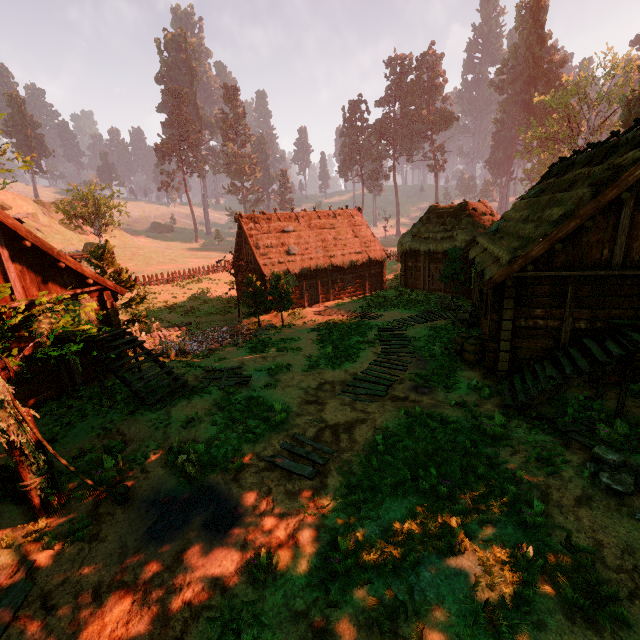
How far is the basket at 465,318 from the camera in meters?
16.3

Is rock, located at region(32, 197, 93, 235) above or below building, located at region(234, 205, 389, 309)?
above

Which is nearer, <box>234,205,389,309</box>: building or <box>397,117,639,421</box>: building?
<box>397,117,639,421</box>: building

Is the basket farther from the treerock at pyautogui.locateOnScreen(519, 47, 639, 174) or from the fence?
the fence

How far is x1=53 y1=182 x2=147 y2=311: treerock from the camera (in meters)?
16.22

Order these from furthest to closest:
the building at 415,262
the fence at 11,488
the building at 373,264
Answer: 1. the building at 373,264
2. the building at 415,262
3. the fence at 11,488

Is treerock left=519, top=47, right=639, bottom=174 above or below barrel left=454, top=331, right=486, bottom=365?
above

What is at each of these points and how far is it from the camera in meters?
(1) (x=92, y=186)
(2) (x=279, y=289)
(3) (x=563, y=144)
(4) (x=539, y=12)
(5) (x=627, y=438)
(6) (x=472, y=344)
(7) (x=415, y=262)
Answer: (1) treerock, 40.8
(2) treerock, 20.5
(3) treerock, 49.2
(4) treerock, 59.8
(5) wooden plank pile, 7.4
(6) barrel, 12.2
(7) building, 26.0
